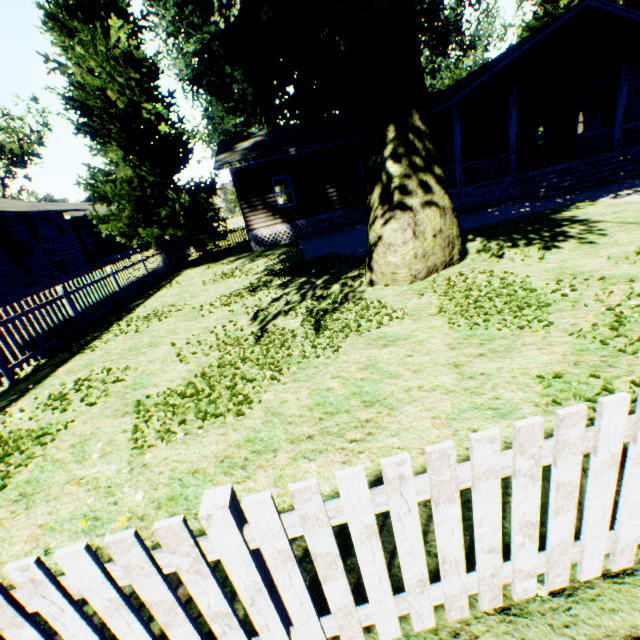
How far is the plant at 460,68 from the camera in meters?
48.6

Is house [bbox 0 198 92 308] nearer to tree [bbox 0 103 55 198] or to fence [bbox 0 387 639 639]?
fence [bbox 0 387 639 639]

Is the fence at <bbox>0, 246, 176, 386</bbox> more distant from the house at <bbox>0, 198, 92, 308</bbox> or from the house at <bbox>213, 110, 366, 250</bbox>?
the house at <bbox>0, 198, 92, 308</bbox>

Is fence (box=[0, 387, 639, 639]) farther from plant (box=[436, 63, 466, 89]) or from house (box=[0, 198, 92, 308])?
house (box=[0, 198, 92, 308])

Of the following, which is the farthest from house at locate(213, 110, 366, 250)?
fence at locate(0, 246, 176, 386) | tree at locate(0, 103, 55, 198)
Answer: tree at locate(0, 103, 55, 198)

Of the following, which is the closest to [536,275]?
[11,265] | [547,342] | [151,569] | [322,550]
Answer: [547,342]

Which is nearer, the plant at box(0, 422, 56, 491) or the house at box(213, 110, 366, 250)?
the plant at box(0, 422, 56, 491)

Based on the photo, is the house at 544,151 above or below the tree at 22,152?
below
